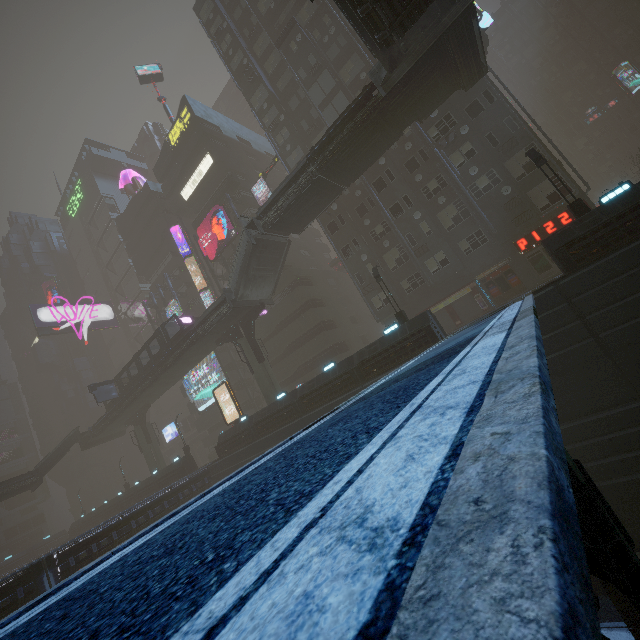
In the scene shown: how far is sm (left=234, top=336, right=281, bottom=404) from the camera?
30.2m

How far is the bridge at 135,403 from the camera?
30.6 meters

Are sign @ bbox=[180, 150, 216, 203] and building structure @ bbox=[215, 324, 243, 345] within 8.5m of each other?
no

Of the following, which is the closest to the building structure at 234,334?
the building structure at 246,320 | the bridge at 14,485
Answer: the building structure at 246,320

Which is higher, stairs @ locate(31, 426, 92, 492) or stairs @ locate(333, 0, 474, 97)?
stairs @ locate(333, 0, 474, 97)

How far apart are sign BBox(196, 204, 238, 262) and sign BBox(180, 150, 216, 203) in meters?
5.6 m

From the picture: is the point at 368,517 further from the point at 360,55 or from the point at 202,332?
the point at 360,55

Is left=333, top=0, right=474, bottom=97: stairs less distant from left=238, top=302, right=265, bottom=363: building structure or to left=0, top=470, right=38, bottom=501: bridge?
left=238, top=302, right=265, bottom=363: building structure
